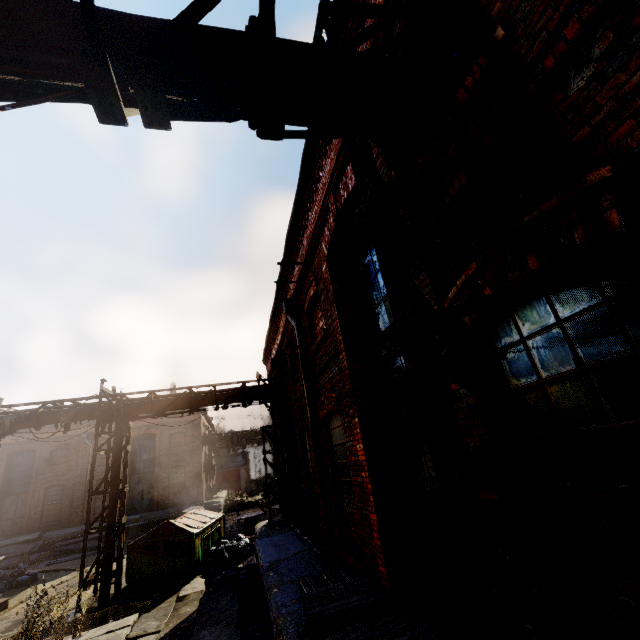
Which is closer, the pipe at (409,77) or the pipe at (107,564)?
the pipe at (409,77)

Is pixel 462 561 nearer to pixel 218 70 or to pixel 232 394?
pixel 218 70

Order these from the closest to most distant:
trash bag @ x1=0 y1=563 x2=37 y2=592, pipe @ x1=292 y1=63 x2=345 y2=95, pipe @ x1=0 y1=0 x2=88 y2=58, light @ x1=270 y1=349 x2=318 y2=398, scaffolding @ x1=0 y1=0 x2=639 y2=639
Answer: scaffolding @ x1=0 y1=0 x2=639 y2=639 < pipe @ x1=0 y1=0 x2=88 y2=58 < pipe @ x1=292 y1=63 x2=345 y2=95 < light @ x1=270 y1=349 x2=318 y2=398 < trash bag @ x1=0 y1=563 x2=37 y2=592

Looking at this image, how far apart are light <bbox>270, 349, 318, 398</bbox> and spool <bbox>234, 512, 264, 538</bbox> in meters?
12.2 m

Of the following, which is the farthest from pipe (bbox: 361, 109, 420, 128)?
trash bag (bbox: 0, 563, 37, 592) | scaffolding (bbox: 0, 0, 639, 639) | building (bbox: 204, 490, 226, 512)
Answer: building (bbox: 204, 490, 226, 512)

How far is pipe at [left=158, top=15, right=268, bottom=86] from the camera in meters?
2.4 m

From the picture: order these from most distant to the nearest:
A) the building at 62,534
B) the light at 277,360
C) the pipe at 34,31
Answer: the building at 62,534 → the light at 277,360 → the pipe at 34,31
